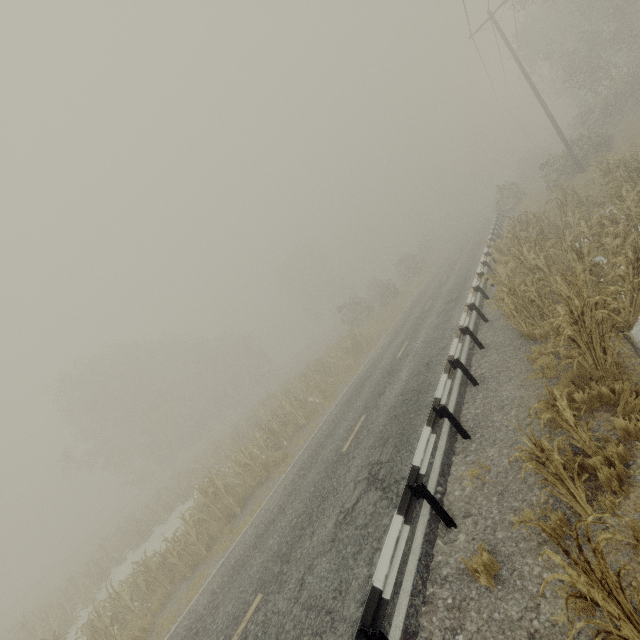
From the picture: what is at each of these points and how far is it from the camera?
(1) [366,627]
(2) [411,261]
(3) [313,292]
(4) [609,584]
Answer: (1) guardrail, 3.66m
(2) tree, 40.78m
(3) tree, 58.12m
(4) tree, 2.62m

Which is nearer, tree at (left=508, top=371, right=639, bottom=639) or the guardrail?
tree at (left=508, top=371, right=639, bottom=639)

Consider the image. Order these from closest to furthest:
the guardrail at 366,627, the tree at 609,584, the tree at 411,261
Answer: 1. the tree at 609,584
2. the guardrail at 366,627
3. the tree at 411,261

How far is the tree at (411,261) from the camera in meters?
39.6 m

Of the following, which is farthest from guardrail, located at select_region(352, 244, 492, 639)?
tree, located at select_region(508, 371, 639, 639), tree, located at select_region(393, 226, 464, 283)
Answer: tree, located at select_region(393, 226, 464, 283)

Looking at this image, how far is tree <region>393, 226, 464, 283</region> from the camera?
39.6m

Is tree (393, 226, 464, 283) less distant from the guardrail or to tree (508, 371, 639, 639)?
the guardrail
